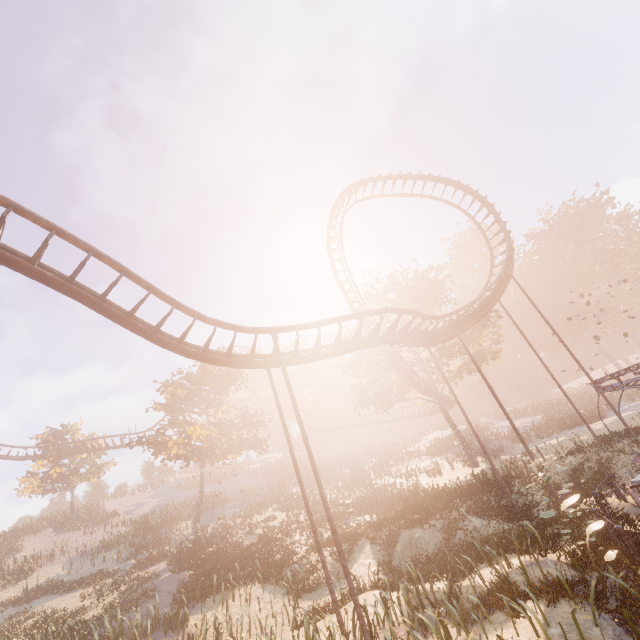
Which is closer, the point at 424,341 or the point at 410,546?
the point at 410,546

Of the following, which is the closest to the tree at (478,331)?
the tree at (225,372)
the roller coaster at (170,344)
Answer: the roller coaster at (170,344)

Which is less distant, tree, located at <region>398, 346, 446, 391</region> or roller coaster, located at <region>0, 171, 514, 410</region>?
roller coaster, located at <region>0, 171, 514, 410</region>

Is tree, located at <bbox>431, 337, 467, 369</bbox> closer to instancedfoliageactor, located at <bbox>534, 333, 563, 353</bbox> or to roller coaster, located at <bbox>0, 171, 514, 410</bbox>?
roller coaster, located at <bbox>0, 171, 514, 410</bbox>

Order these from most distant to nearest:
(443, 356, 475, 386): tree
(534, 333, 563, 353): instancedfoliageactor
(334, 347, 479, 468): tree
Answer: (534, 333, 563, 353): instancedfoliageactor < (443, 356, 475, 386): tree < (334, 347, 479, 468): tree

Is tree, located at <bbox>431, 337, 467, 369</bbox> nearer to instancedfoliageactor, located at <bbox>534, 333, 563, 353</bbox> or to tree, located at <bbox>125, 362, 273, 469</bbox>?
tree, located at <bbox>125, 362, 273, 469</bbox>
